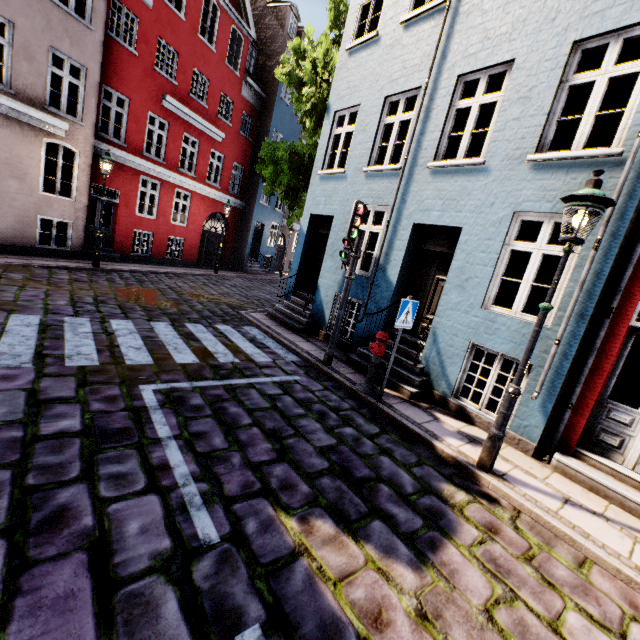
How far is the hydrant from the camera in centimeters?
594cm

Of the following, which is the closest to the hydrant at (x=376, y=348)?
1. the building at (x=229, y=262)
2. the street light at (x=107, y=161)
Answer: the building at (x=229, y=262)

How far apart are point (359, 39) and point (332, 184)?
3.8 meters

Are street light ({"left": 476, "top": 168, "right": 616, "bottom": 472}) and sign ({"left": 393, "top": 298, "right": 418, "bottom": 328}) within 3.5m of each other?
yes

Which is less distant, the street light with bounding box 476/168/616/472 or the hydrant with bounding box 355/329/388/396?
the street light with bounding box 476/168/616/472

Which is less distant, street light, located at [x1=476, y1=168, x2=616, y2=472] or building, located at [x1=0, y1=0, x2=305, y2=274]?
street light, located at [x1=476, y1=168, x2=616, y2=472]

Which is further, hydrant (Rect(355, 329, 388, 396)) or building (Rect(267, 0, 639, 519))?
hydrant (Rect(355, 329, 388, 396))

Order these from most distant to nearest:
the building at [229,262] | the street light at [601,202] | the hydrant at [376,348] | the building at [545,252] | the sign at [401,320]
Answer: the building at [229,262]
the hydrant at [376,348]
the sign at [401,320]
the building at [545,252]
the street light at [601,202]
